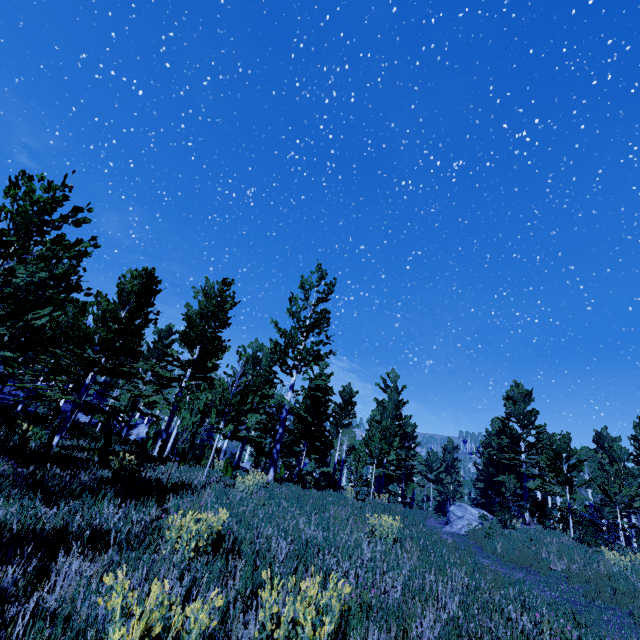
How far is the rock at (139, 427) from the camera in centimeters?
3080cm

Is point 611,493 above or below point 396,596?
above

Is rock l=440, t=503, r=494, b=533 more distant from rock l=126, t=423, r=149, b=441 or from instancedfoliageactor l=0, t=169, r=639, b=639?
rock l=126, t=423, r=149, b=441

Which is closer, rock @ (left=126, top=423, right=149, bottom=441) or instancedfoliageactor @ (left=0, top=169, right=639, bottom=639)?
instancedfoliageactor @ (left=0, top=169, right=639, bottom=639)

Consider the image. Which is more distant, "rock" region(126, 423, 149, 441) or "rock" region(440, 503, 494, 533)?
"rock" region(126, 423, 149, 441)

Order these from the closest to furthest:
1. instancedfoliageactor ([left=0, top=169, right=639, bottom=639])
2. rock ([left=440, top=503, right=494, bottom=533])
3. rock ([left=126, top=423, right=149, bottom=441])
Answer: instancedfoliageactor ([left=0, top=169, right=639, bottom=639])
rock ([left=440, top=503, right=494, bottom=533])
rock ([left=126, top=423, right=149, bottom=441])

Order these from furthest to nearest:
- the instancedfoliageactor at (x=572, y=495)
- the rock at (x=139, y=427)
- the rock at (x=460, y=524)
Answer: the rock at (x=139, y=427), the rock at (x=460, y=524), the instancedfoliageactor at (x=572, y=495)
